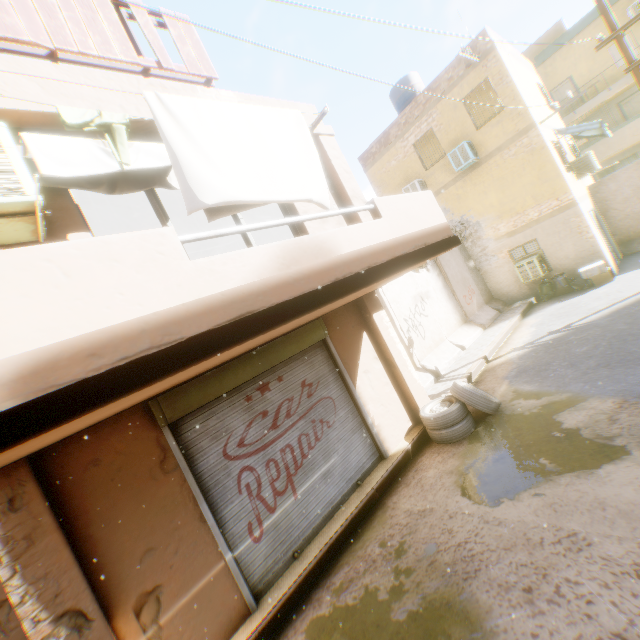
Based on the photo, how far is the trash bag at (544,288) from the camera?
11.8 meters

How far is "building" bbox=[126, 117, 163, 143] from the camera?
4.3 meters

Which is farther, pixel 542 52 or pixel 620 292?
pixel 542 52

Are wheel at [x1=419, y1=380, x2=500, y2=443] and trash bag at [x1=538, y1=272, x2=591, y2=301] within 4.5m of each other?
no

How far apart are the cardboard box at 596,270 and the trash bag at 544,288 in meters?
0.1

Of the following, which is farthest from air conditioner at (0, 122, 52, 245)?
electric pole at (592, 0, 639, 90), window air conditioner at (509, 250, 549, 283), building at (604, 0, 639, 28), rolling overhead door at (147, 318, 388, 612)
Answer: window air conditioner at (509, 250, 549, 283)

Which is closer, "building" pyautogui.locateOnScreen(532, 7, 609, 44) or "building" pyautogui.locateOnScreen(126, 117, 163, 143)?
"building" pyautogui.locateOnScreen(126, 117, 163, 143)
